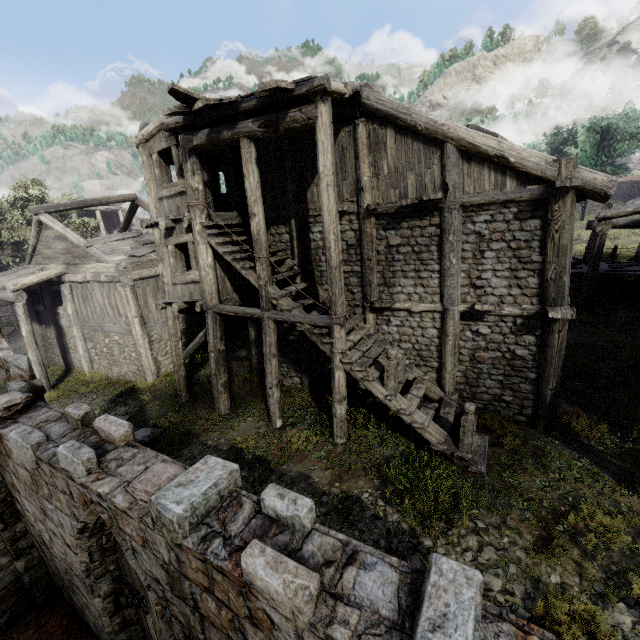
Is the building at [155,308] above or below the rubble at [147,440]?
above

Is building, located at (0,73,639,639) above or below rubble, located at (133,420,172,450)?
above

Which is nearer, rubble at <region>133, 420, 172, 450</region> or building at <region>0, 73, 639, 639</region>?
building at <region>0, 73, 639, 639</region>

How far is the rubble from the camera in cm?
1032

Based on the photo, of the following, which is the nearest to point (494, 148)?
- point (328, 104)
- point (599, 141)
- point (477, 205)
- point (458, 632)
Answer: point (477, 205)

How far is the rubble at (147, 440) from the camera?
10.3m
